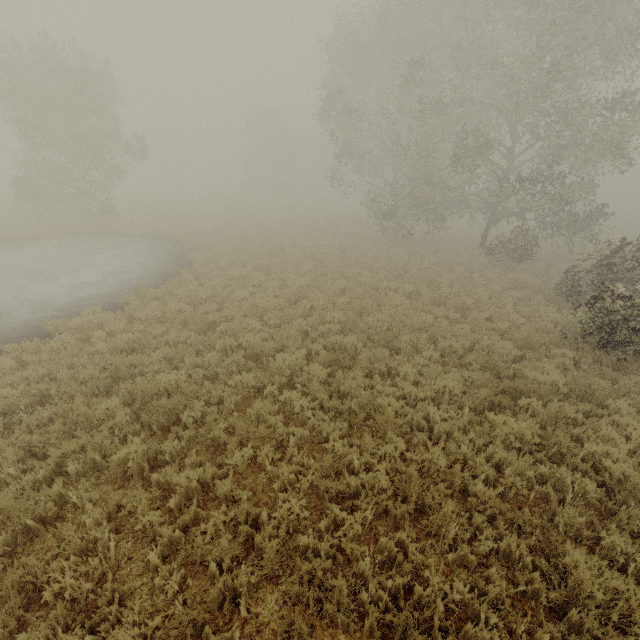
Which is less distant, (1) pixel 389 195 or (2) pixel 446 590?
(2) pixel 446 590
